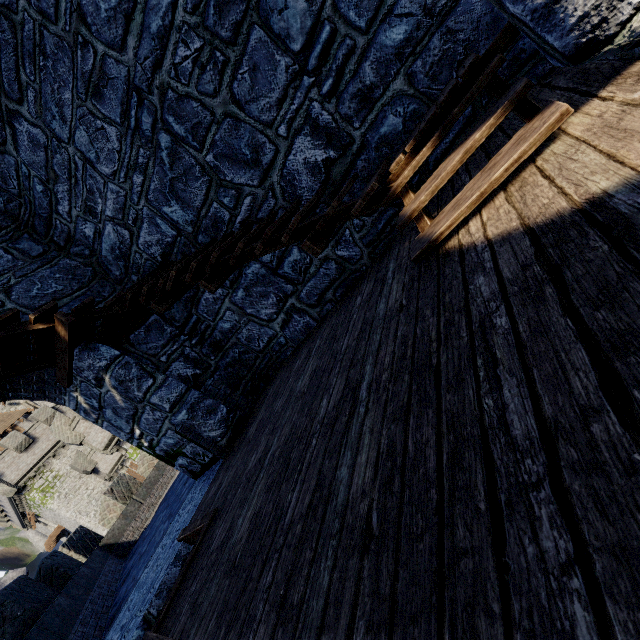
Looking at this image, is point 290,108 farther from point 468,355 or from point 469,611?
point 469,611

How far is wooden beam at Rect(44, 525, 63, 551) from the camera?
32.25m

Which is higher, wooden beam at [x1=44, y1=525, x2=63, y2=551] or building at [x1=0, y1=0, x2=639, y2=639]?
wooden beam at [x1=44, y1=525, x2=63, y2=551]

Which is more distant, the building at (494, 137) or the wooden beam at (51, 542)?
the wooden beam at (51, 542)

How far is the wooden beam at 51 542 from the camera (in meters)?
32.25

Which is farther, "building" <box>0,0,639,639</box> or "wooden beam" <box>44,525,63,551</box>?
"wooden beam" <box>44,525,63,551</box>
